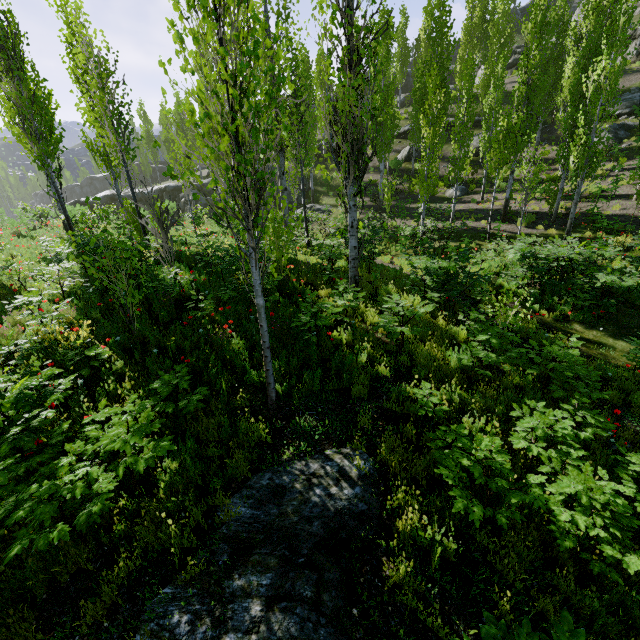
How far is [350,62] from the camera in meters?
6.4 m

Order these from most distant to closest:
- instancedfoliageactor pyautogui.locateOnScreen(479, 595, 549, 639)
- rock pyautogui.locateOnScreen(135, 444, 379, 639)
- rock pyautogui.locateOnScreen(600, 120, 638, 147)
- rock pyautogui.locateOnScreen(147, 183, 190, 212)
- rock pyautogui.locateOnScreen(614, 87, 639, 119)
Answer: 1. rock pyautogui.locateOnScreen(147, 183, 190, 212)
2. rock pyautogui.locateOnScreen(614, 87, 639, 119)
3. rock pyautogui.locateOnScreen(600, 120, 638, 147)
4. rock pyautogui.locateOnScreen(135, 444, 379, 639)
5. instancedfoliageactor pyautogui.locateOnScreen(479, 595, 549, 639)

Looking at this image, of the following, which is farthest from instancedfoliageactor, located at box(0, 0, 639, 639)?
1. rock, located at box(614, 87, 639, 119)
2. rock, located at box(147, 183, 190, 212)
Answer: rock, located at box(147, 183, 190, 212)

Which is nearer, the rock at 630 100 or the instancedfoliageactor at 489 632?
the instancedfoliageactor at 489 632

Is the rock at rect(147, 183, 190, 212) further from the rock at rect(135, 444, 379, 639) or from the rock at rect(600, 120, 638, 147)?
the rock at rect(135, 444, 379, 639)

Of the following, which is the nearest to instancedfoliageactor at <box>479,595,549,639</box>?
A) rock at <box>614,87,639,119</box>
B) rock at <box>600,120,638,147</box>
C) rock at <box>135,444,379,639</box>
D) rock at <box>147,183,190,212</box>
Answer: rock at <box>614,87,639,119</box>

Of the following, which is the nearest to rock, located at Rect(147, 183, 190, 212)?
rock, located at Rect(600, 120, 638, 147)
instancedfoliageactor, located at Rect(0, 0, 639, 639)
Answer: instancedfoliageactor, located at Rect(0, 0, 639, 639)

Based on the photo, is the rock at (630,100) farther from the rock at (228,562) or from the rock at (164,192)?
the rock at (228,562)
